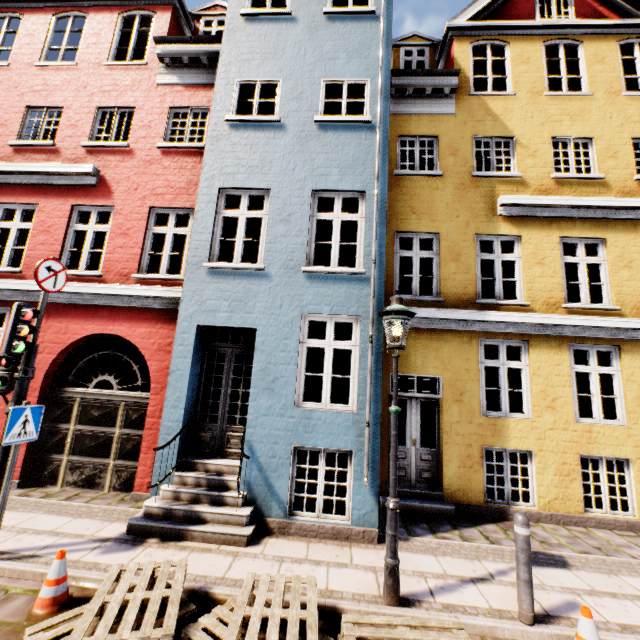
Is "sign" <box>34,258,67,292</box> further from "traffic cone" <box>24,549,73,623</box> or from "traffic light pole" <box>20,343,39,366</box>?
"traffic cone" <box>24,549,73,623</box>

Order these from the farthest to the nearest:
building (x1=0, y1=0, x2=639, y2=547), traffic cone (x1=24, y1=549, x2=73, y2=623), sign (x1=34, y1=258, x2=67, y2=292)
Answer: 1. building (x1=0, y1=0, x2=639, y2=547)
2. sign (x1=34, y1=258, x2=67, y2=292)
3. traffic cone (x1=24, y1=549, x2=73, y2=623)

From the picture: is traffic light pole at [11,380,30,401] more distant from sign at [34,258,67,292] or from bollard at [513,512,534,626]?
bollard at [513,512,534,626]

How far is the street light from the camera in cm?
381

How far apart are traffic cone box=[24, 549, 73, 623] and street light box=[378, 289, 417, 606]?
3.5m

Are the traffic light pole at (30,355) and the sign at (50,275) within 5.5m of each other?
yes

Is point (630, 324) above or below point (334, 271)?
below

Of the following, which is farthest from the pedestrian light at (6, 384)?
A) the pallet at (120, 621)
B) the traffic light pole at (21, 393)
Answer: the pallet at (120, 621)
